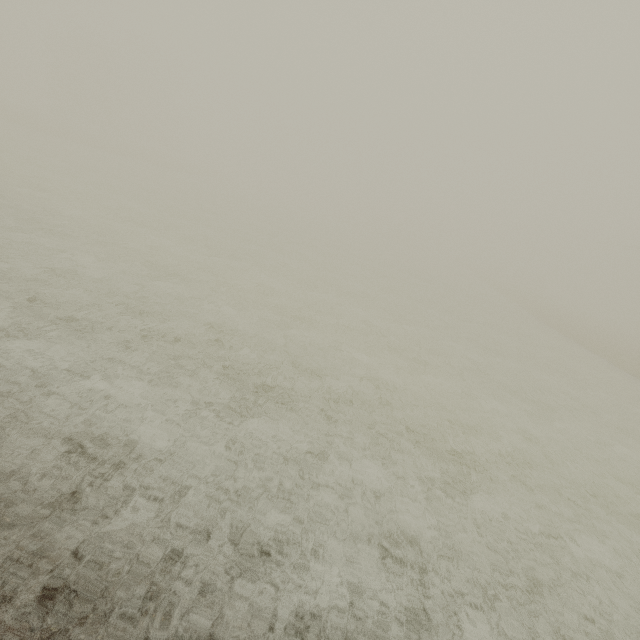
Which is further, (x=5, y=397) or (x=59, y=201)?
(x=59, y=201)
